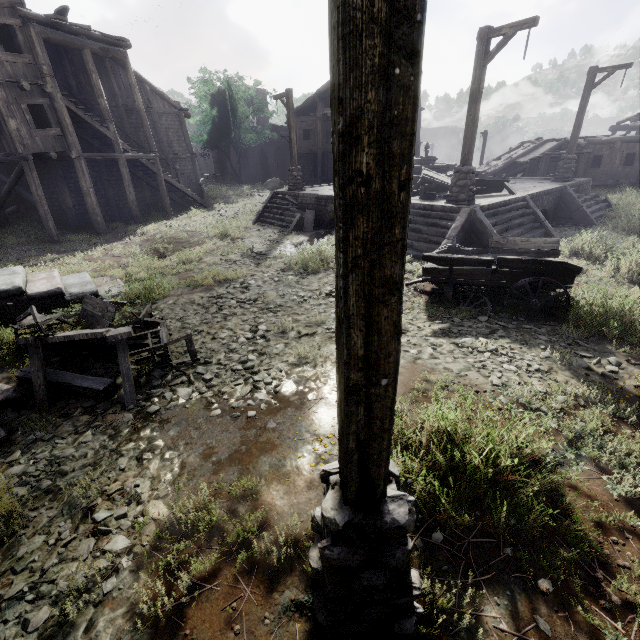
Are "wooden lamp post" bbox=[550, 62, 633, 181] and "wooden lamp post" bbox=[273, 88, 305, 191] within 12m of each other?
no

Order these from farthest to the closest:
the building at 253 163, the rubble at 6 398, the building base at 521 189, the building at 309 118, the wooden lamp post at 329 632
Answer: the building at 253 163
the building at 309 118
the building base at 521 189
the rubble at 6 398
the wooden lamp post at 329 632

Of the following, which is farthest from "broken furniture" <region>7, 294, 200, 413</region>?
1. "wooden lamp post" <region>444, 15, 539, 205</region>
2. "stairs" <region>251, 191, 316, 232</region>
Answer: "wooden lamp post" <region>444, 15, 539, 205</region>

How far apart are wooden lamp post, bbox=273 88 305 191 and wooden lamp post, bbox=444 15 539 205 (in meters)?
9.12

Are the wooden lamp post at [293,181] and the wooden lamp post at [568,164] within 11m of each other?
no

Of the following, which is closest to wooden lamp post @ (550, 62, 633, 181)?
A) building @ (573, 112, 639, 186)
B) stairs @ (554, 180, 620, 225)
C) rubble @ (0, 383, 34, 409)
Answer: stairs @ (554, 180, 620, 225)

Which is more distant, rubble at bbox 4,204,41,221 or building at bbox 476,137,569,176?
building at bbox 476,137,569,176

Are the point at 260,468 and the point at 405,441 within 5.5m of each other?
yes
